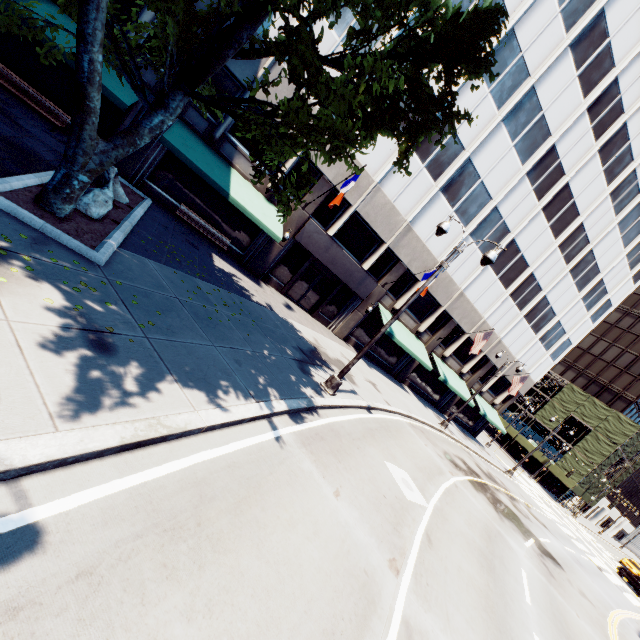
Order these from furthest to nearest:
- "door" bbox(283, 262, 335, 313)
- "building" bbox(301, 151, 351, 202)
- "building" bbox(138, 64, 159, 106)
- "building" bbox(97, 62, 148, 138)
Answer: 1. "door" bbox(283, 262, 335, 313)
2. "building" bbox(301, 151, 351, 202)
3. "building" bbox(138, 64, 159, 106)
4. "building" bbox(97, 62, 148, 138)

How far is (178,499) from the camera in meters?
4.1 m

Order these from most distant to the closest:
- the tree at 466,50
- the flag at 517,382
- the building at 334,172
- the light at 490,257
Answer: the flag at 517,382, the building at 334,172, the light at 490,257, the tree at 466,50

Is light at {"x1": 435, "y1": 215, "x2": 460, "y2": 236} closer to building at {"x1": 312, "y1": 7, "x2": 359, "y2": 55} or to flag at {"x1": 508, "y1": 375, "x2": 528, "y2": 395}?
building at {"x1": 312, "y1": 7, "x2": 359, "y2": 55}

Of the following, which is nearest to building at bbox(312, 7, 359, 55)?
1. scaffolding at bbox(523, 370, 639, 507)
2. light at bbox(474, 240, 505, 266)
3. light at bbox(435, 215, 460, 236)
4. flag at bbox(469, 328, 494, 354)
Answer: flag at bbox(469, 328, 494, 354)

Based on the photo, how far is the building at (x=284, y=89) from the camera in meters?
15.4

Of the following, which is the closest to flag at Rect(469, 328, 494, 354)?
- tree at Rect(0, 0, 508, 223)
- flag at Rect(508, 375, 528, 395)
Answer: flag at Rect(508, 375, 528, 395)

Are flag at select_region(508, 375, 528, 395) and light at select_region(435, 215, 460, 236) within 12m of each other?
no
